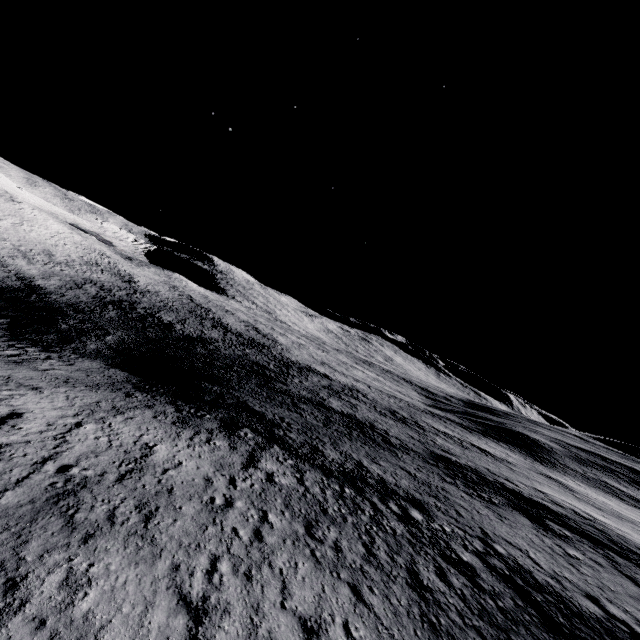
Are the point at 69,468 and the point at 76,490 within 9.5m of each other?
yes
